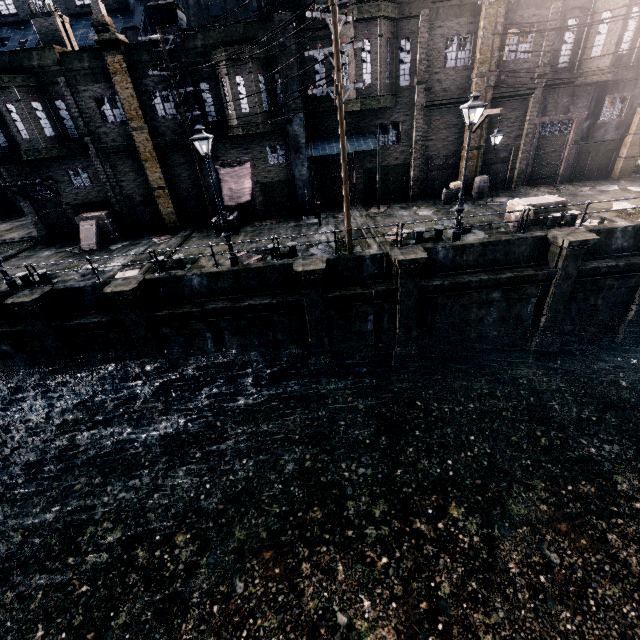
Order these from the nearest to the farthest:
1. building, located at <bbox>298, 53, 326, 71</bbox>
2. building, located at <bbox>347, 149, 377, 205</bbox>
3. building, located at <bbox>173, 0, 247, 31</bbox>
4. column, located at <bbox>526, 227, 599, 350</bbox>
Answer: column, located at <bbox>526, 227, 599, 350</bbox>, building, located at <bbox>298, 53, 326, 71</bbox>, building, located at <bbox>347, 149, 377, 205</bbox>, building, located at <bbox>173, 0, 247, 31</bbox>

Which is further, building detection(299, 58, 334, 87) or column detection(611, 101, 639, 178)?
column detection(611, 101, 639, 178)

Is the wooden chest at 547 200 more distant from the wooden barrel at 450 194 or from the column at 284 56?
the column at 284 56

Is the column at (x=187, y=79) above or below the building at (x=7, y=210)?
above

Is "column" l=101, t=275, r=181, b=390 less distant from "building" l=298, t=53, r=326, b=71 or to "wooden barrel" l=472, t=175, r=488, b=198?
"building" l=298, t=53, r=326, b=71

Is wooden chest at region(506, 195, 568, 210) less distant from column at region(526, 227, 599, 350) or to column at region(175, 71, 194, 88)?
column at region(526, 227, 599, 350)

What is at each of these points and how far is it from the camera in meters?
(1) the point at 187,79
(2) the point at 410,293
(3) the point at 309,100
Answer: (1) column, 18.2
(2) column, 15.5
(3) building, 20.1

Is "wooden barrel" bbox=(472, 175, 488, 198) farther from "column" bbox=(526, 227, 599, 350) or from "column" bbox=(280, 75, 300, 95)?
"column" bbox=(280, 75, 300, 95)
